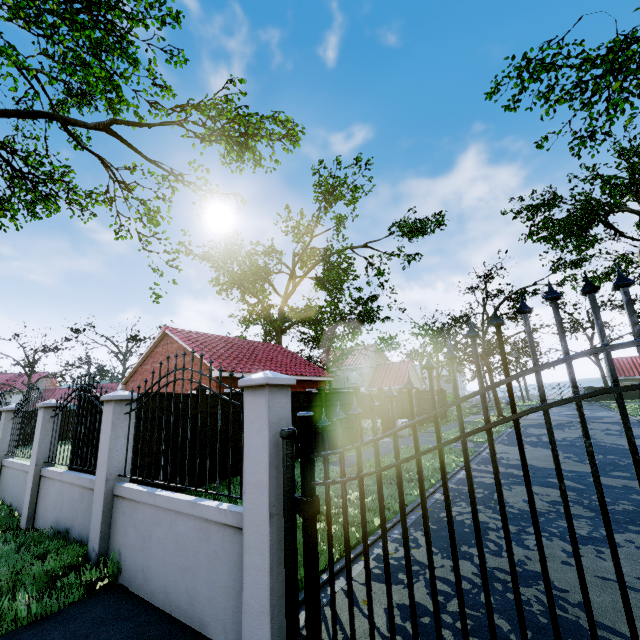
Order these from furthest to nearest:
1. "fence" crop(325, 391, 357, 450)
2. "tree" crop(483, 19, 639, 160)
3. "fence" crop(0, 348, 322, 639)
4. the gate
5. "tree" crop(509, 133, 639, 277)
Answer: "tree" crop(509, 133, 639, 277), "fence" crop(325, 391, 357, 450), "tree" crop(483, 19, 639, 160), "fence" crop(0, 348, 322, 639), the gate

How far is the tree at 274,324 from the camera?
27.58m

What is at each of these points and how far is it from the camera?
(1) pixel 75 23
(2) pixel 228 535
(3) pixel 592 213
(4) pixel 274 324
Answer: (1) tree, 17.3m
(2) fence, 3.3m
(3) tree, 34.1m
(4) tree, 27.8m

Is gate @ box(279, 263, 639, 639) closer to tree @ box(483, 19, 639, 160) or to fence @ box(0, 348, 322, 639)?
fence @ box(0, 348, 322, 639)

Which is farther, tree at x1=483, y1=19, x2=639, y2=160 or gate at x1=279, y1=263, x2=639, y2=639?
tree at x1=483, y1=19, x2=639, y2=160

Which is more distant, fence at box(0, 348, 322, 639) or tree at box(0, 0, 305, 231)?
tree at box(0, 0, 305, 231)

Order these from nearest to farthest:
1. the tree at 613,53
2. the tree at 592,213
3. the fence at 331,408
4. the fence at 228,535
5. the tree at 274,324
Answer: the fence at 228,535
the tree at 613,53
the fence at 331,408
the tree at 592,213
the tree at 274,324

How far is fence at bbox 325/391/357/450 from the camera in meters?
13.4 m
